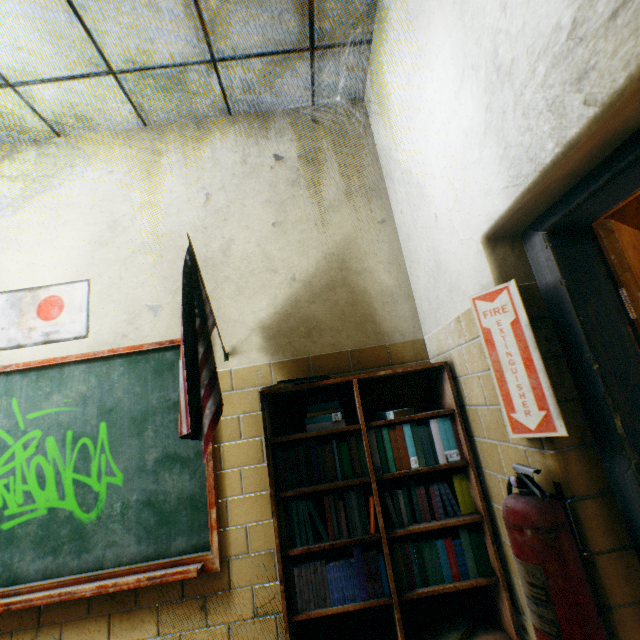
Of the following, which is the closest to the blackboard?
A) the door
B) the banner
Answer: the banner

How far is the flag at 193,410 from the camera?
1.37m

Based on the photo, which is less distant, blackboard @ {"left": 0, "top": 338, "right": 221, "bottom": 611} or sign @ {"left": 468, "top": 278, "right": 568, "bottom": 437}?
sign @ {"left": 468, "top": 278, "right": 568, "bottom": 437}

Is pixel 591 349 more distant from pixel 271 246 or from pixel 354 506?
pixel 271 246

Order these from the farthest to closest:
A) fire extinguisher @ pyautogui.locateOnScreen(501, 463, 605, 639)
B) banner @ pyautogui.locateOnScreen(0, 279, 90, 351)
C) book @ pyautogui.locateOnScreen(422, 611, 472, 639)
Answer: banner @ pyautogui.locateOnScreen(0, 279, 90, 351), book @ pyautogui.locateOnScreen(422, 611, 472, 639), fire extinguisher @ pyautogui.locateOnScreen(501, 463, 605, 639)

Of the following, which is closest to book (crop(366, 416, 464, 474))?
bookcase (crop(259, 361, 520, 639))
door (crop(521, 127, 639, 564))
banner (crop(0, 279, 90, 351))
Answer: bookcase (crop(259, 361, 520, 639))

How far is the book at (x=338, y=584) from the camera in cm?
145

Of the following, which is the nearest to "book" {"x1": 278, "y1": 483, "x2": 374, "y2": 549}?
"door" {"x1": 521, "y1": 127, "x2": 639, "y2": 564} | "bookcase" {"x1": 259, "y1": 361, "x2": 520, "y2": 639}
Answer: "bookcase" {"x1": 259, "y1": 361, "x2": 520, "y2": 639}
